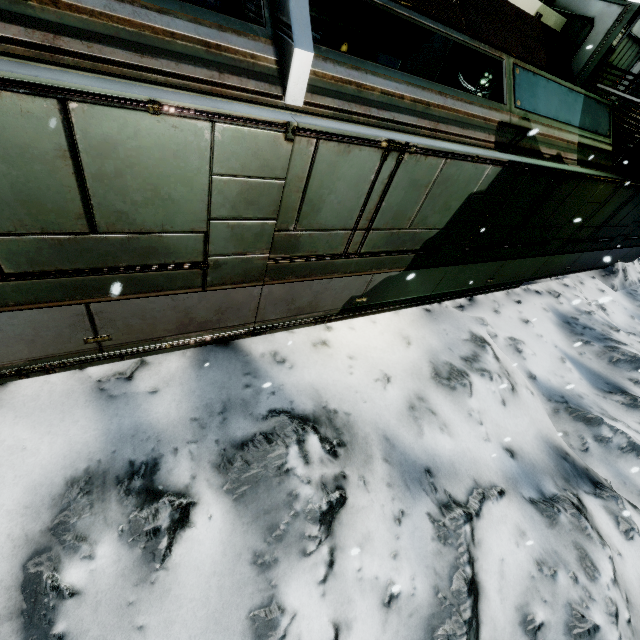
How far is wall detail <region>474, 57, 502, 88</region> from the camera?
7.52m

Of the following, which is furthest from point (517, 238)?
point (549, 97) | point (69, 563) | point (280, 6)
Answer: point (69, 563)

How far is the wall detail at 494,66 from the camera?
7.52m
